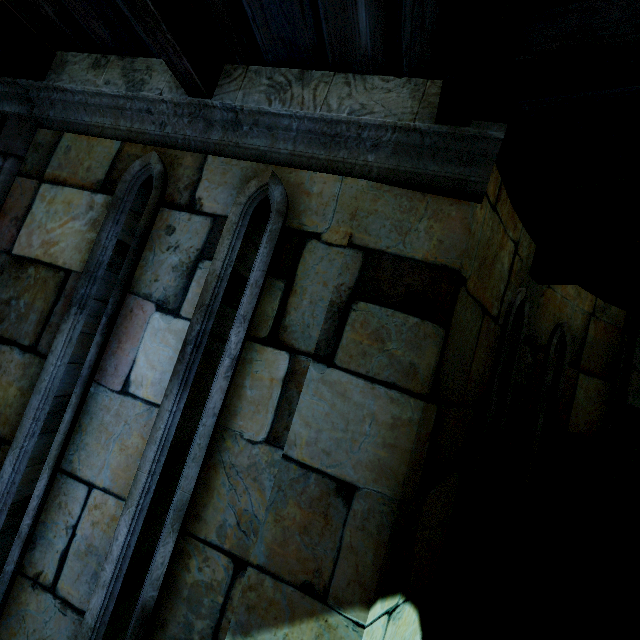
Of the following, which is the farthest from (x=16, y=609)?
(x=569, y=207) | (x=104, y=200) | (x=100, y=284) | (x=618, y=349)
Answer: (x=618, y=349)
